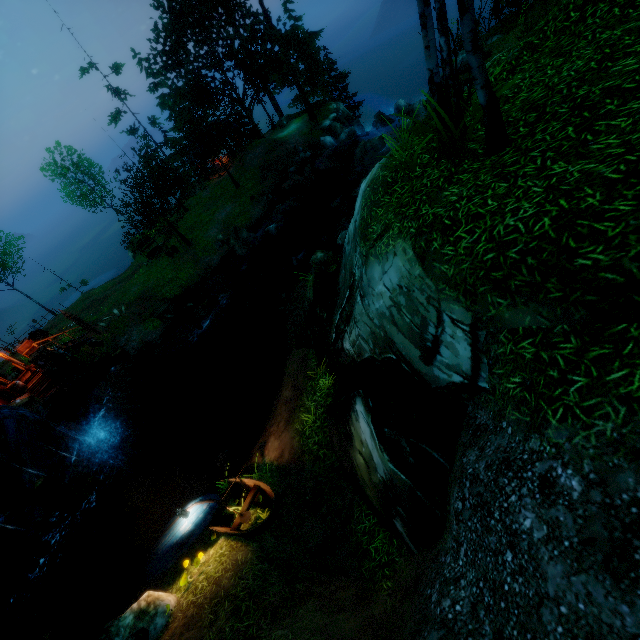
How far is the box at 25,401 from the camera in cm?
1579

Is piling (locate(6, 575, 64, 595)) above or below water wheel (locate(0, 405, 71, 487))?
below

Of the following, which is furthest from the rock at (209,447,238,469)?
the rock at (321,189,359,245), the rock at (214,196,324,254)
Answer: the rock at (214,196,324,254)

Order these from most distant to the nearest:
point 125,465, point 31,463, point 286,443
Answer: point 125,465 < point 31,463 < point 286,443

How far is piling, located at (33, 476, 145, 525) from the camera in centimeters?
1338cm

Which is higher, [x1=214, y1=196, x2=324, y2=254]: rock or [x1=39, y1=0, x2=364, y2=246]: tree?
[x1=39, y1=0, x2=364, y2=246]: tree

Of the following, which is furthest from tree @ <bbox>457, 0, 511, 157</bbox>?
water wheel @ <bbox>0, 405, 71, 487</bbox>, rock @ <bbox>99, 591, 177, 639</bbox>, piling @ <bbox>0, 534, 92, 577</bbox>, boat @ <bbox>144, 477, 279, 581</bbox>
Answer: piling @ <bbox>0, 534, 92, 577</bbox>

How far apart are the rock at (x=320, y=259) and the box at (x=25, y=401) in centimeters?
1499cm
